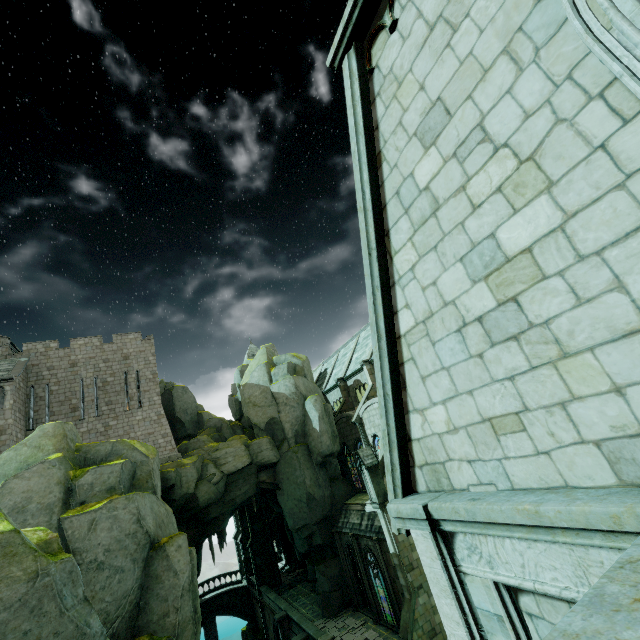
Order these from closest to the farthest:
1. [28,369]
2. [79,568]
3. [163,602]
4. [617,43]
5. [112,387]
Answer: [617,43], [79,568], [163,602], [28,369], [112,387]

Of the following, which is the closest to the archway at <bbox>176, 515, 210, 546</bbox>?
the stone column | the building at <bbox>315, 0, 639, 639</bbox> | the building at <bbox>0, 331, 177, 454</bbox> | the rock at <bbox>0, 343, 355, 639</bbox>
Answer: the rock at <bbox>0, 343, 355, 639</bbox>

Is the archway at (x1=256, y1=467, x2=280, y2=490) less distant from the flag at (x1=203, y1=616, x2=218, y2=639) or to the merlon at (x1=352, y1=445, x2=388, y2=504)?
the merlon at (x1=352, y1=445, x2=388, y2=504)

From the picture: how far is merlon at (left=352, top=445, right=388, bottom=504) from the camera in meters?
21.0

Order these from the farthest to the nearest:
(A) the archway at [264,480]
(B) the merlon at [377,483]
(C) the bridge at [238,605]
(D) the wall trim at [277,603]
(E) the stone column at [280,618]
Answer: (C) the bridge at [238,605]
(A) the archway at [264,480]
(E) the stone column at [280,618]
(D) the wall trim at [277,603]
(B) the merlon at [377,483]

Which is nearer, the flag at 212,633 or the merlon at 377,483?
the merlon at 377,483

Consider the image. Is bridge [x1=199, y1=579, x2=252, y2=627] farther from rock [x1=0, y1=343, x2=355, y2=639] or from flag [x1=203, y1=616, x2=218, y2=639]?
rock [x1=0, y1=343, x2=355, y2=639]

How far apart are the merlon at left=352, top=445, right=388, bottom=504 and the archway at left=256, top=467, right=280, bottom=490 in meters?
10.1
